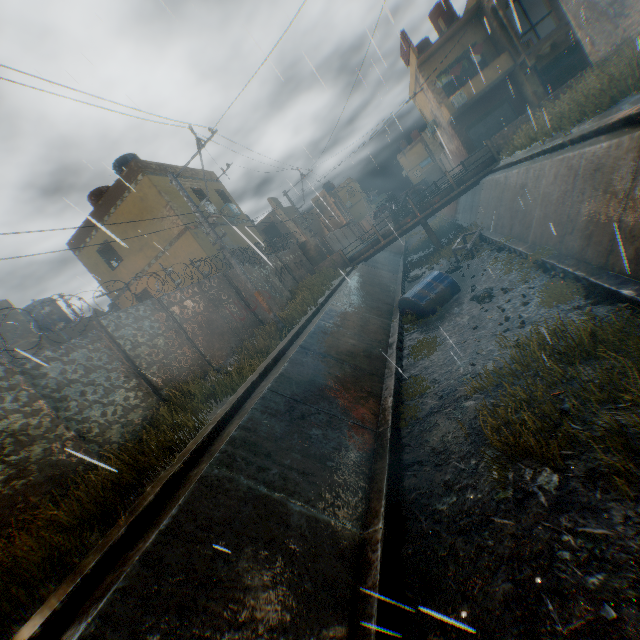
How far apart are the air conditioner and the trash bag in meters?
19.7

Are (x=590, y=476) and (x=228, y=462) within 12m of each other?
yes

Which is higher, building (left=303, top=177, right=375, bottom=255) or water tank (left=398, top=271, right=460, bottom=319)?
building (left=303, top=177, right=375, bottom=255)

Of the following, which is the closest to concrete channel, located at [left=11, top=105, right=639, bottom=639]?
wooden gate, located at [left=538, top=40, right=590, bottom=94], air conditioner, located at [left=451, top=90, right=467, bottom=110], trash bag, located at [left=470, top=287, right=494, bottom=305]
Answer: trash bag, located at [left=470, top=287, right=494, bottom=305]

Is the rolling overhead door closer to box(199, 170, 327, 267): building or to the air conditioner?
box(199, 170, 327, 267): building

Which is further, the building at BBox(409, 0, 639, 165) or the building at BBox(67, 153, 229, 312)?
the building at BBox(67, 153, 229, 312)

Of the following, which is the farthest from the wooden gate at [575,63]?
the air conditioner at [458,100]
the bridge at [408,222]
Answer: the bridge at [408,222]

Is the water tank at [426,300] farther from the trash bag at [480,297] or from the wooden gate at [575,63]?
the wooden gate at [575,63]
